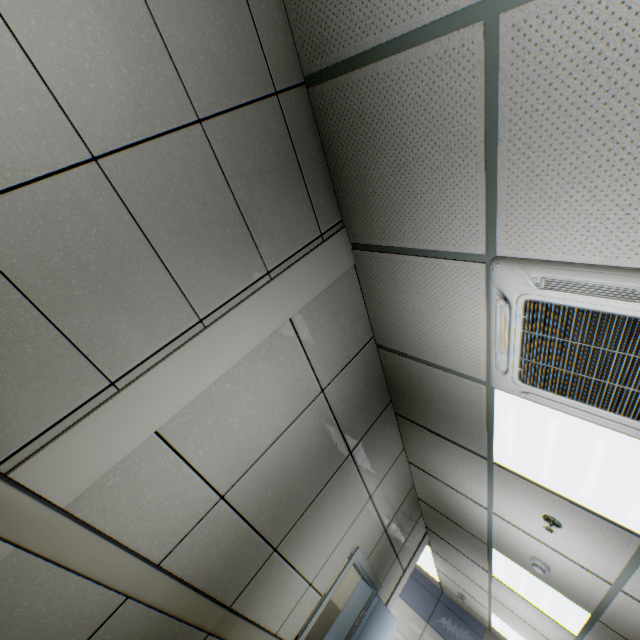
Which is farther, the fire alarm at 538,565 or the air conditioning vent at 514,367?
the fire alarm at 538,565

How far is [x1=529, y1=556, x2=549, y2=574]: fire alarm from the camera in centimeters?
323cm

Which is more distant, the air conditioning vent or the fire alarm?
the fire alarm

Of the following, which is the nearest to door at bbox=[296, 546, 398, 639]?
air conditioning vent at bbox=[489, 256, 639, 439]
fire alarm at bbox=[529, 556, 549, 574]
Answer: fire alarm at bbox=[529, 556, 549, 574]

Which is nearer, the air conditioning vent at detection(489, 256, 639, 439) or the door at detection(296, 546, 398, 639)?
the air conditioning vent at detection(489, 256, 639, 439)

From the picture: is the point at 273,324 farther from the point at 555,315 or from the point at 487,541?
the point at 487,541

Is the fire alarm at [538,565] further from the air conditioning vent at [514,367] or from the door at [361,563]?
the air conditioning vent at [514,367]
